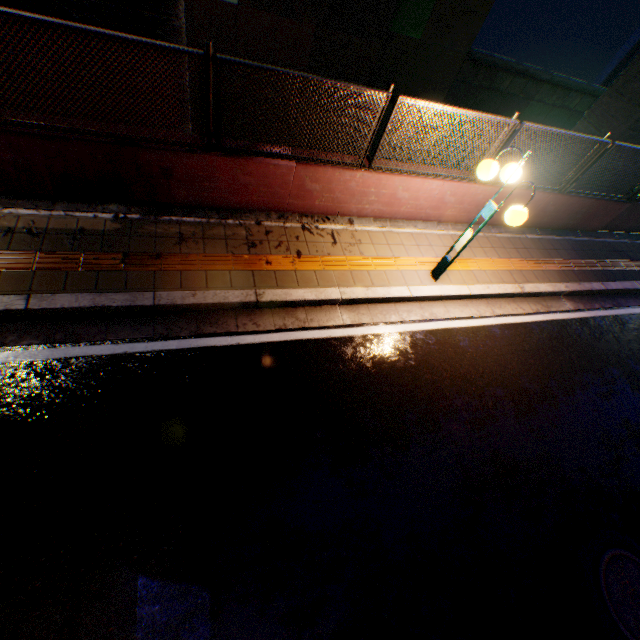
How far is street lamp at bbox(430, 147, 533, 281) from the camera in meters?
4.4 m

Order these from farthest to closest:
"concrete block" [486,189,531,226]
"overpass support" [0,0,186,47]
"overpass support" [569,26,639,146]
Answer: "overpass support" [569,26,639,146] < "concrete block" [486,189,531,226] < "overpass support" [0,0,186,47]

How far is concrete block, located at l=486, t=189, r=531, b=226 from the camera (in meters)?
7.00

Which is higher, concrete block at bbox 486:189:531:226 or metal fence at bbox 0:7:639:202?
metal fence at bbox 0:7:639:202

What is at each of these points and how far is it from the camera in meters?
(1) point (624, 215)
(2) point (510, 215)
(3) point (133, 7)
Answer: (1) concrete block, 8.9
(2) street lamp, 4.4
(3) overpass support, 4.4

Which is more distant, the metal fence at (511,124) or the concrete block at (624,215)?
the concrete block at (624,215)

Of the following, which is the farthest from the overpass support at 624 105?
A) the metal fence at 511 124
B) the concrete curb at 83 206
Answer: the concrete curb at 83 206

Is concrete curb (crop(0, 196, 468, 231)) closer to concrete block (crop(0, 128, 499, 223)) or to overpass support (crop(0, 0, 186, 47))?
concrete block (crop(0, 128, 499, 223))
